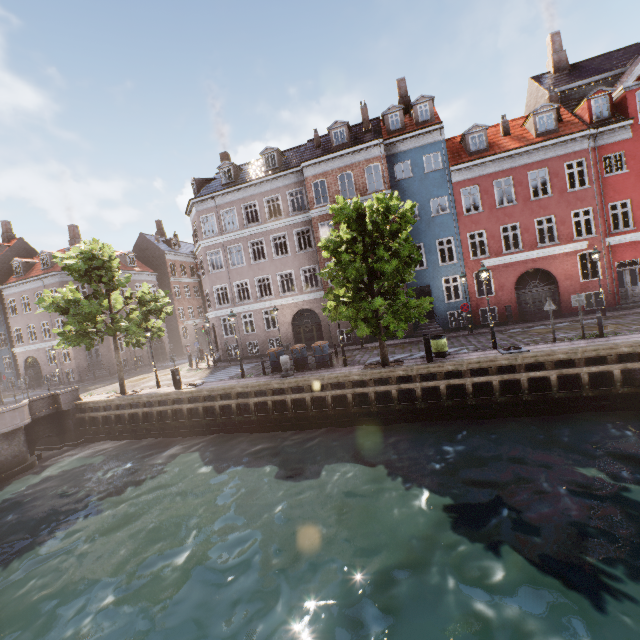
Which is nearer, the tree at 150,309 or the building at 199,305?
the tree at 150,309

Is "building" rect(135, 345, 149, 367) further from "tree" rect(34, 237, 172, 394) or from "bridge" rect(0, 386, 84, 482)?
"bridge" rect(0, 386, 84, 482)

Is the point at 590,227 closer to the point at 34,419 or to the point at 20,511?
the point at 20,511

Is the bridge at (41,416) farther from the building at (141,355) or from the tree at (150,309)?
the building at (141,355)

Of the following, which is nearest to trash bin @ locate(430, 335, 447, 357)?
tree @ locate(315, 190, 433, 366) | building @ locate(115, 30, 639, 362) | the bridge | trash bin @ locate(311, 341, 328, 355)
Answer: tree @ locate(315, 190, 433, 366)

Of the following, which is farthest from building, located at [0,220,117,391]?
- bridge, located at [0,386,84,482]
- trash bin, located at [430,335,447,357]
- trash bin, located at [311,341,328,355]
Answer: bridge, located at [0,386,84,482]

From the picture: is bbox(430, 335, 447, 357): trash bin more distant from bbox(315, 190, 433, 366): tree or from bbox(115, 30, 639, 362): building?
bbox(115, 30, 639, 362): building

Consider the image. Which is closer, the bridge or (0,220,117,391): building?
the bridge
